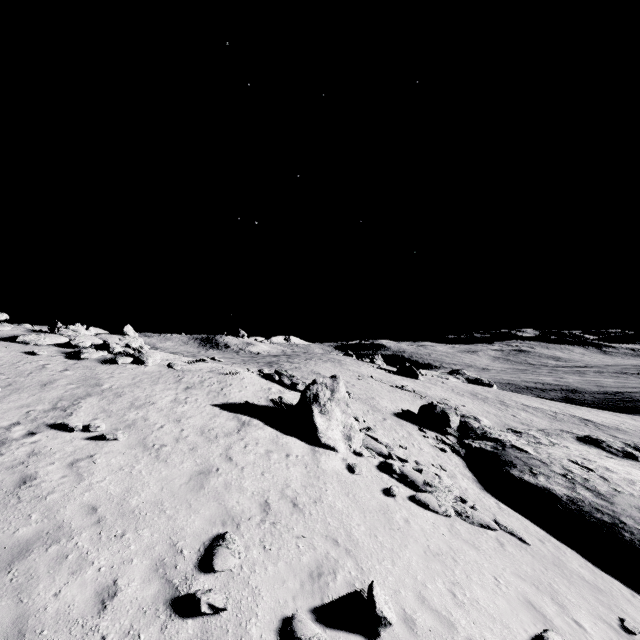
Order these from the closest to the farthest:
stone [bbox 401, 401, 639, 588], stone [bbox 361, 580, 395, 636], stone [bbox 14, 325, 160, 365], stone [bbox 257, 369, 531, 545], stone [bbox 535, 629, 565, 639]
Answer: stone [bbox 361, 580, 395, 636], stone [bbox 535, 629, 565, 639], stone [bbox 257, 369, 531, 545], stone [bbox 401, 401, 639, 588], stone [bbox 14, 325, 160, 365]

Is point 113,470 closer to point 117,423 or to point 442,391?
point 117,423

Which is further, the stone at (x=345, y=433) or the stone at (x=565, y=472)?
the stone at (x=565, y=472)

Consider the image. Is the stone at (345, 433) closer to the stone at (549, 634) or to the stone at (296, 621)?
the stone at (549, 634)

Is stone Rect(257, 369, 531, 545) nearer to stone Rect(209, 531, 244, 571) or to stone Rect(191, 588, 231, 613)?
stone Rect(209, 531, 244, 571)

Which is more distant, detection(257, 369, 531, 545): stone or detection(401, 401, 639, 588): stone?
detection(401, 401, 639, 588): stone

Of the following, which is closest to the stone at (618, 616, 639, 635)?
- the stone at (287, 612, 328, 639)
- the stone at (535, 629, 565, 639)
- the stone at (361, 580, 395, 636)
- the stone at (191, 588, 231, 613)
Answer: the stone at (535, 629, 565, 639)

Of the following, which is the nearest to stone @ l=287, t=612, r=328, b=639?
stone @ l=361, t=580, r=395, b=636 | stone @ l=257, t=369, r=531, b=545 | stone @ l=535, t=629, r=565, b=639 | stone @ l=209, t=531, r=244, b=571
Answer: stone @ l=361, t=580, r=395, b=636
